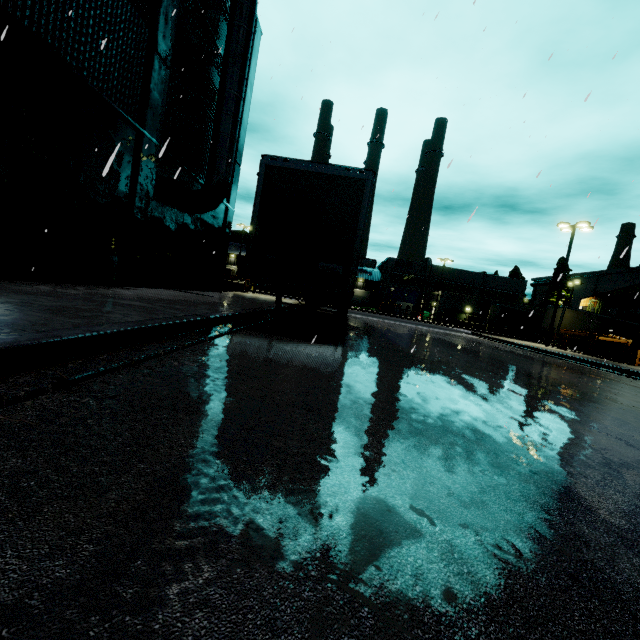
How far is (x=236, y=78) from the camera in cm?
1255

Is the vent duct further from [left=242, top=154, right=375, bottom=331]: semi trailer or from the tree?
the tree

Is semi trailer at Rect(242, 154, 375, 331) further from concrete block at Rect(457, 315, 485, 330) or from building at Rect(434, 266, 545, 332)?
concrete block at Rect(457, 315, 485, 330)

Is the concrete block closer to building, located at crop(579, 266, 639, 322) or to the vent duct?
building, located at crop(579, 266, 639, 322)

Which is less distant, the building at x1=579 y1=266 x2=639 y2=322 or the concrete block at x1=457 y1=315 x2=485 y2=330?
the building at x1=579 y1=266 x2=639 y2=322

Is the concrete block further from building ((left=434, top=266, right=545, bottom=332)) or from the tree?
the tree

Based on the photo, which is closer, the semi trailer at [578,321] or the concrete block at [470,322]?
the semi trailer at [578,321]

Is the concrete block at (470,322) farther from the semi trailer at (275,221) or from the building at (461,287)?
the semi trailer at (275,221)
